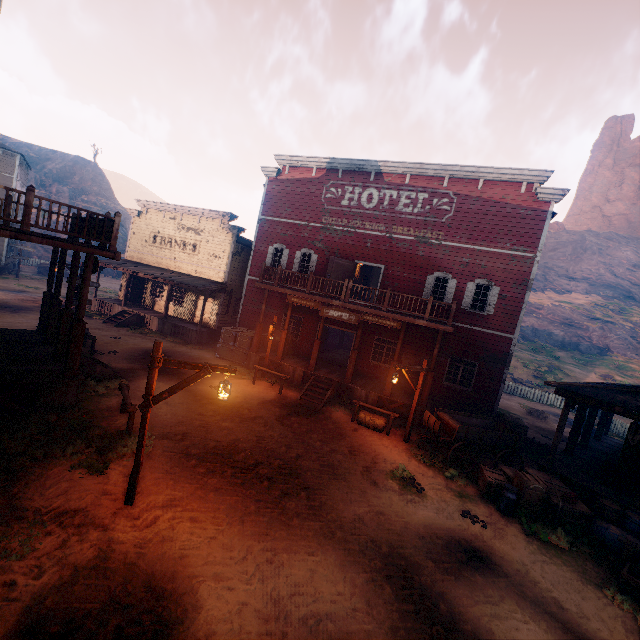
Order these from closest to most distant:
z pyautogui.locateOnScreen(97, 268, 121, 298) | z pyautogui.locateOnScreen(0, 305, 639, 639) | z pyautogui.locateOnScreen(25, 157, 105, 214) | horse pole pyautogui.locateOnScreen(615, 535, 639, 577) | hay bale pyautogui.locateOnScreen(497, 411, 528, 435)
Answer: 1. z pyautogui.locateOnScreen(0, 305, 639, 639)
2. horse pole pyautogui.locateOnScreen(615, 535, 639, 577)
3. hay bale pyautogui.locateOnScreen(497, 411, 528, 435)
4. z pyautogui.locateOnScreen(97, 268, 121, 298)
5. z pyautogui.locateOnScreen(25, 157, 105, 214)

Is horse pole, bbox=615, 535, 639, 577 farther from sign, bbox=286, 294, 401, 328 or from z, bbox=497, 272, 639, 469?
sign, bbox=286, 294, 401, 328

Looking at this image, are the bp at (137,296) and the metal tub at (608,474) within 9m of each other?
no

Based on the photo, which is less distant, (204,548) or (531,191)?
(204,548)

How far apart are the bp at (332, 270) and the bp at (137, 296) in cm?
1630

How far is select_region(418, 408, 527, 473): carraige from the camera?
11.05m

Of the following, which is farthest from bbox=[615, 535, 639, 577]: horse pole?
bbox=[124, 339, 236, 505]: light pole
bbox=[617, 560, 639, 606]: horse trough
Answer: bbox=[124, 339, 236, 505]: light pole

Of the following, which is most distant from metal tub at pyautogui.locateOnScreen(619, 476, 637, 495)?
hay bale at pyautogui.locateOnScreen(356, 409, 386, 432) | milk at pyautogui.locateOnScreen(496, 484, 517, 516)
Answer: hay bale at pyautogui.locateOnScreen(356, 409, 386, 432)
